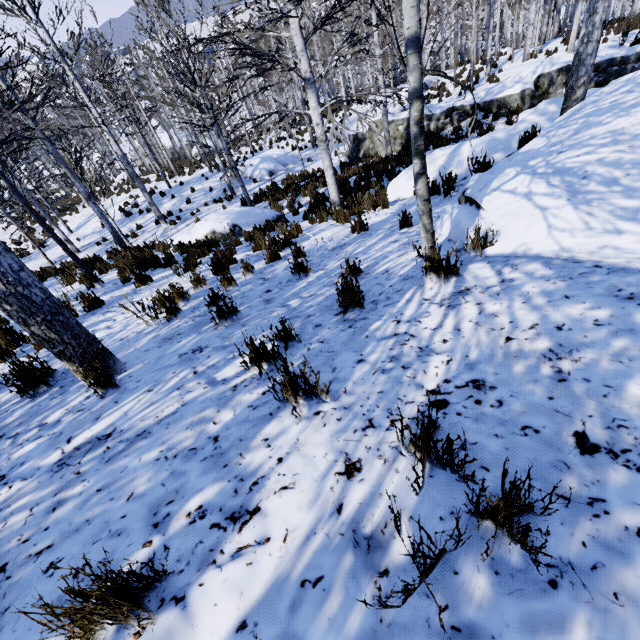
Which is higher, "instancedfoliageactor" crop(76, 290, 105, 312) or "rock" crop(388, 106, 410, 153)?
"instancedfoliageactor" crop(76, 290, 105, 312)

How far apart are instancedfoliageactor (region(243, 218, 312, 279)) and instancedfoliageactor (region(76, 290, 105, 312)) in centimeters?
307cm

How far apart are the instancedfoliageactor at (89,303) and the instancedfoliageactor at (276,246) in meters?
3.1 m

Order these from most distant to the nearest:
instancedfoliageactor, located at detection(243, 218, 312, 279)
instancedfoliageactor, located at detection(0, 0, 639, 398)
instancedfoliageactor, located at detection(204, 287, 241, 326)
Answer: instancedfoliageactor, located at detection(243, 218, 312, 279), instancedfoliageactor, located at detection(204, 287, 241, 326), instancedfoliageactor, located at detection(0, 0, 639, 398)

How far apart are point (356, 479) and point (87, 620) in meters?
1.1

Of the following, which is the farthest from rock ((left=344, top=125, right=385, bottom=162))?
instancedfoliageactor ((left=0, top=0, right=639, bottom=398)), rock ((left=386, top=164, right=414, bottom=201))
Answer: instancedfoliageactor ((left=0, top=0, right=639, bottom=398))

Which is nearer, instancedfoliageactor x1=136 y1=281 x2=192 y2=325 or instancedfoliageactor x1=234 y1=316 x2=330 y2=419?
instancedfoliageactor x1=234 y1=316 x2=330 y2=419

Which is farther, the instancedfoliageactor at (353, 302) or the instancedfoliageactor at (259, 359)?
the instancedfoliageactor at (353, 302)
